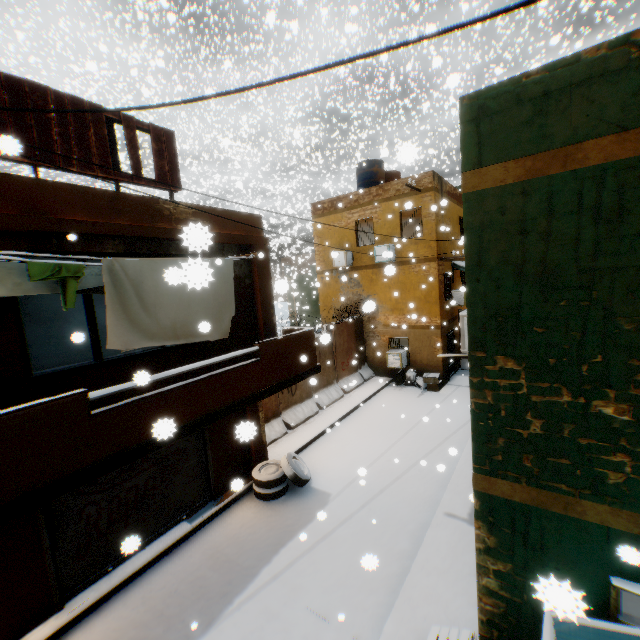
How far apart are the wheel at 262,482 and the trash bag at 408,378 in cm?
820

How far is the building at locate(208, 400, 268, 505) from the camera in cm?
247

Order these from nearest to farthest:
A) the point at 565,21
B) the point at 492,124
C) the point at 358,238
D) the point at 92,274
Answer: the point at 492,124, the point at 92,274, the point at 358,238, the point at 565,21

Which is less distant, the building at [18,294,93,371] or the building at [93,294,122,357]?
the building at [18,294,93,371]

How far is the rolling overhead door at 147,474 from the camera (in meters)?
5.79

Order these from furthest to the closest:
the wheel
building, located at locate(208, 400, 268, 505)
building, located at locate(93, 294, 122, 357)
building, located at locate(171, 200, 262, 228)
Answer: building, located at locate(93, 294, 122, 357) → the wheel → building, located at locate(171, 200, 262, 228) → building, located at locate(208, 400, 268, 505)

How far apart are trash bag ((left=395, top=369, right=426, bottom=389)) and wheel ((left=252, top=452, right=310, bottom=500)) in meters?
8.2

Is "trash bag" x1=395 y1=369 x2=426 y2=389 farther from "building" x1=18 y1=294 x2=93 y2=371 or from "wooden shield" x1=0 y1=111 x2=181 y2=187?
"wooden shield" x1=0 y1=111 x2=181 y2=187
